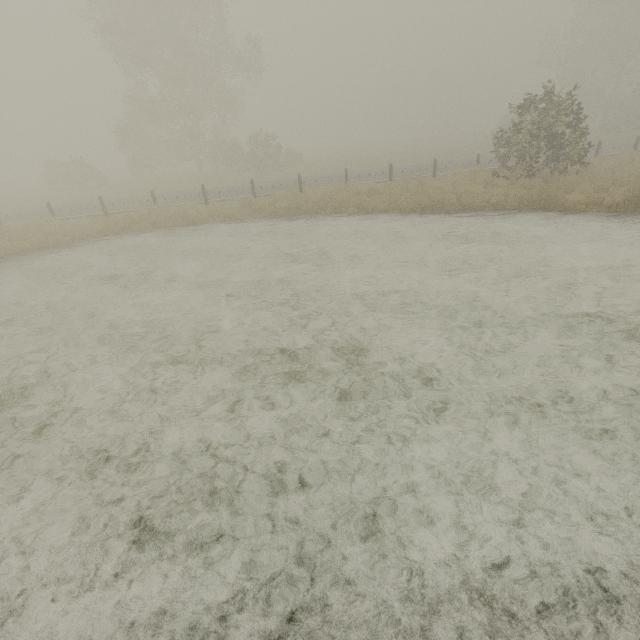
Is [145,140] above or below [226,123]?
below
